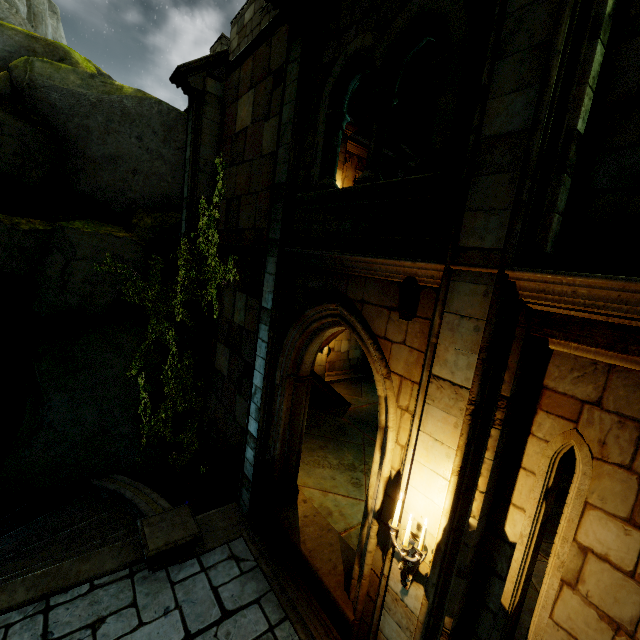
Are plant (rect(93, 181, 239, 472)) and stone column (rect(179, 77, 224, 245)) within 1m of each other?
yes

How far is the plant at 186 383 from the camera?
→ 8.3m

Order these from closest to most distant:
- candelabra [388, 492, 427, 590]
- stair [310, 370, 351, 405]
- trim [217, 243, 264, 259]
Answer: candelabra [388, 492, 427, 590] < trim [217, 243, 264, 259] < stair [310, 370, 351, 405]

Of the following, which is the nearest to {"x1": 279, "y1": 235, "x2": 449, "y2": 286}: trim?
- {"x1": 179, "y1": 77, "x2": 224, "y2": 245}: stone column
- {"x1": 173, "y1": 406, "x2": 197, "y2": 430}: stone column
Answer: {"x1": 179, "y1": 77, "x2": 224, "y2": 245}: stone column

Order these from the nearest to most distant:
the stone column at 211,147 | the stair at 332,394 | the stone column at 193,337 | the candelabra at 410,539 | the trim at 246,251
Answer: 1. the candelabra at 410,539
2. the trim at 246,251
3. the stone column at 211,147
4. the stone column at 193,337
5. the stair at 332,394

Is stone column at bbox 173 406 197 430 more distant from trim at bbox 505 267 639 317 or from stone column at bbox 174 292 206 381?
trim at bbox 505 267 639 317

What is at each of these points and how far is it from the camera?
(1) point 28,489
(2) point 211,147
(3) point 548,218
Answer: (1) rock, 8.4 meters
(2) stone column, 8.5 meters
(3) stone column, 2.7 meters

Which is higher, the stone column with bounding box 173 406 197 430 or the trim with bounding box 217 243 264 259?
the trim with bounding box 217 243 264 259
